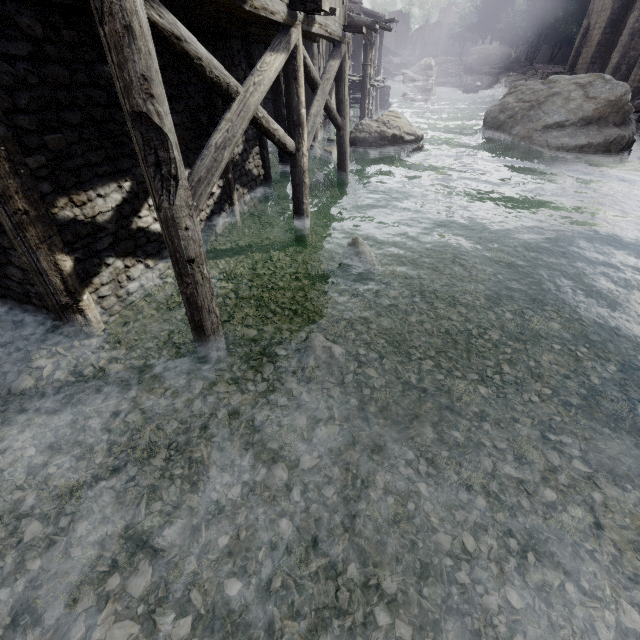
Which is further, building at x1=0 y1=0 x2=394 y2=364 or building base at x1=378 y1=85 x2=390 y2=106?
building base at x1=378 y1=85 x2=390 y2=106

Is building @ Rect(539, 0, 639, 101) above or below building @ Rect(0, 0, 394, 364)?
above

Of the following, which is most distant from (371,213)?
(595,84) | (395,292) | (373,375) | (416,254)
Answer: (595,84)

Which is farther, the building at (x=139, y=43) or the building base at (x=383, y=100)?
the building base at (x=383, y=100)

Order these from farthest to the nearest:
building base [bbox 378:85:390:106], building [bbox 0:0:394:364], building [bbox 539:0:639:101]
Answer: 1. building base [bbox 378:85:390:106]
2. building [bbox 539:0:639:101]
3. building [bbox 0:0:394:364]

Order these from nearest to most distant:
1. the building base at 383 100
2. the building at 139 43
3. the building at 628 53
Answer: the building at 139 43 < the building at 628 53 < the building base at 383 100

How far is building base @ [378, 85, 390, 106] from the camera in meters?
30.2

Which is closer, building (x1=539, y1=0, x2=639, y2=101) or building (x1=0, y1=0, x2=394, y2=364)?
building (x1=0, y1=0, x2=394, y2=364)
